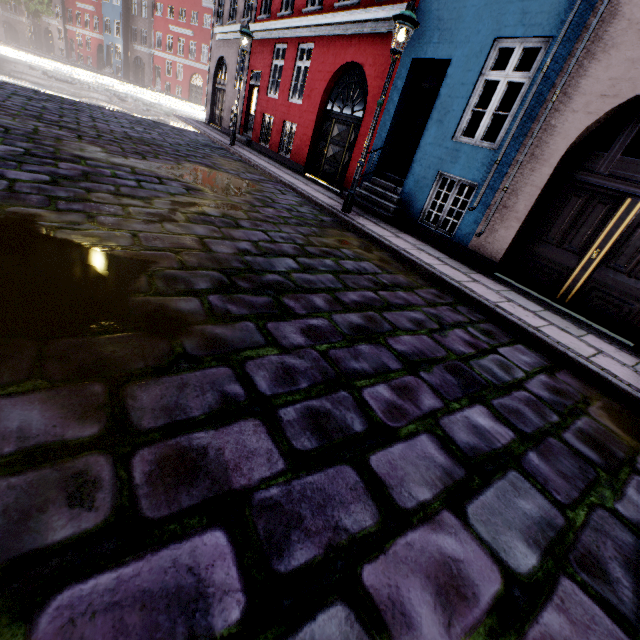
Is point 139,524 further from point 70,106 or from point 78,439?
point 70,106

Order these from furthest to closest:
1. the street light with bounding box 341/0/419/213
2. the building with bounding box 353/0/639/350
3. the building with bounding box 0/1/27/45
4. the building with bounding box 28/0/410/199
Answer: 1. the building with bounding box 0/1/27/45
2. the building with bounding box 28/0/410/199
3. the street light with bounding box 341/0/419/213
4. the building with bounding box 353/0/639/350

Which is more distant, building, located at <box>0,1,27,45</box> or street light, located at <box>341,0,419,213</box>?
building, located at <box>0,1,27,45</box>

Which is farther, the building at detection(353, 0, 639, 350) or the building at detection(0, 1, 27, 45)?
the building at detection(0, 1, 27, 45)

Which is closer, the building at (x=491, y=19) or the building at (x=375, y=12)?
the building at (x=491, y=19)

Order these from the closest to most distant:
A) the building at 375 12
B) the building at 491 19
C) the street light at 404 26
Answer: the building at 491 19 < the street light at 404 26 < the building at 375 12
